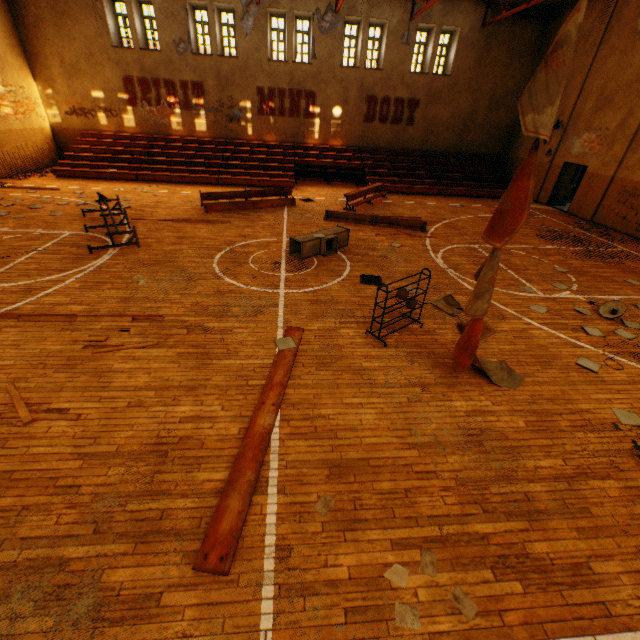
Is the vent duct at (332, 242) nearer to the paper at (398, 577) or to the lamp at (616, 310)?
the lamp at (616, 310)

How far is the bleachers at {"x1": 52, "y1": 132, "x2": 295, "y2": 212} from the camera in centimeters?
1376cm

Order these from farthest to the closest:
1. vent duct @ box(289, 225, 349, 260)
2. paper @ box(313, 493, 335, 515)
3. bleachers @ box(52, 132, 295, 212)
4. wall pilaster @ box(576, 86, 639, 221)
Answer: bleachers @ box(52, 132, 295, 212), wall pilaster @ box(576, 86, 639, 221), vent duct @ box(289, 225, 349, 260), paper @ box(313, 493, 335, 515)

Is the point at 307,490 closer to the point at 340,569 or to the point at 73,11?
the point at 340,569

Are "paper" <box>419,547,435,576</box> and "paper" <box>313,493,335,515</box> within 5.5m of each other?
yes

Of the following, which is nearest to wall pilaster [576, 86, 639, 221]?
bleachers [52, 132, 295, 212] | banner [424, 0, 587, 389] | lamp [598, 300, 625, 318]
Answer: bleachers [52, 132, 295, 212]

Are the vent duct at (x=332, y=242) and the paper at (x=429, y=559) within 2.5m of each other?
no

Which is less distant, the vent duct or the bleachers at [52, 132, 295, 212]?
the vent duct
